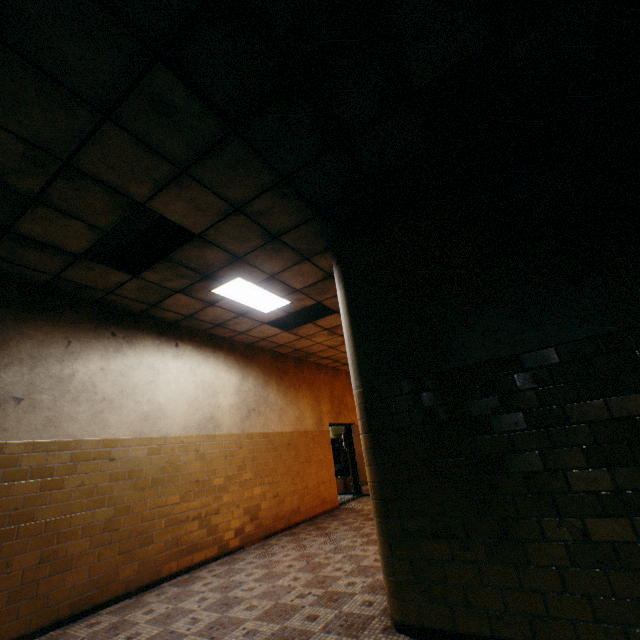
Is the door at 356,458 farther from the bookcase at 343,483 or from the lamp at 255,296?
the lamp at 255,296

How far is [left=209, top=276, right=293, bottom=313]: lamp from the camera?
4.98m

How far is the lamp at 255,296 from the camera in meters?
Result: 5.0 m

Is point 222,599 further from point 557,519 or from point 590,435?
point 590,435

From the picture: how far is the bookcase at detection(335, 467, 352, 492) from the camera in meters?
10.9 m

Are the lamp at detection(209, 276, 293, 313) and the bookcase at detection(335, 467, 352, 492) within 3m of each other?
no

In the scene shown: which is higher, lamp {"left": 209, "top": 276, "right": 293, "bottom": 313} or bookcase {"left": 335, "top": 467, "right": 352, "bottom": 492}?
lamp {"left": 209, "top": 276, "right": 293, "bottom": 313}

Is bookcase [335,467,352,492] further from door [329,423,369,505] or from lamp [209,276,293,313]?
lamp [209,276,293,313]
